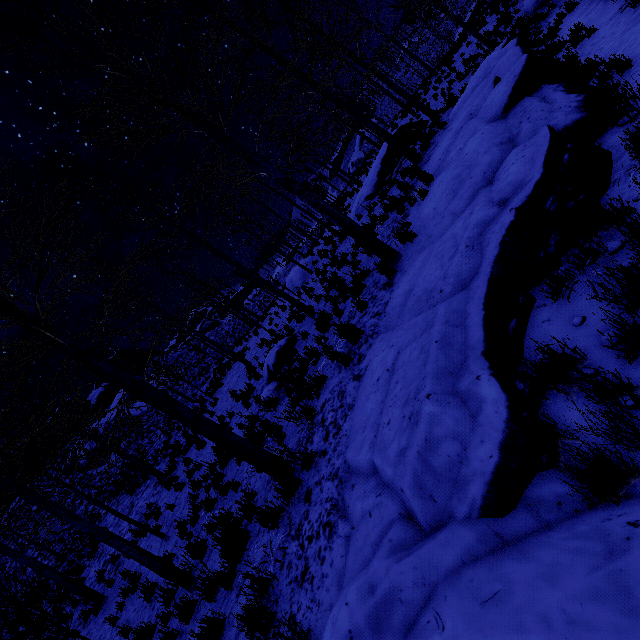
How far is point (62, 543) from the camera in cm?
1738

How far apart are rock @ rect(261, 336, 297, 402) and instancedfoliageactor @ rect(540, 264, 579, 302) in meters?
7.9 m

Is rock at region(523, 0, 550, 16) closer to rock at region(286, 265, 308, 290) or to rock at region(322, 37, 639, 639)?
rock at region(322, 37, 639, 639)

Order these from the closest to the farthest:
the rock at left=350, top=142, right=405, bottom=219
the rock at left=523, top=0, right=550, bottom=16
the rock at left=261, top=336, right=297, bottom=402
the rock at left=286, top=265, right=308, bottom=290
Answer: the rock at left=261, top=336, right=297, bottom=402
the rock at left=523, top=0, right=550, bottom=16
the rock at left=350, top=142, right=405, bottom=219
the rock at left=286, top=265, right=308, bottom=290

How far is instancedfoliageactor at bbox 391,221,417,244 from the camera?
6.90m

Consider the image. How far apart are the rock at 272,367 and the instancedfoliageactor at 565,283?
7.88m

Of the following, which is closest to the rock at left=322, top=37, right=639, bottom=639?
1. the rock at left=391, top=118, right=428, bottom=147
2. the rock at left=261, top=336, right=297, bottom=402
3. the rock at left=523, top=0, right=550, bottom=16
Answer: the rock at left=391, top=118, right=428, bottom=147

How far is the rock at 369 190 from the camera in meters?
14.8 m
